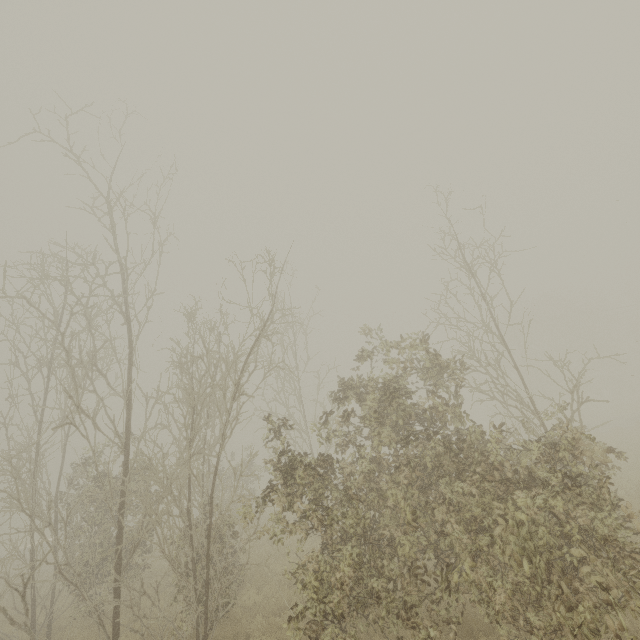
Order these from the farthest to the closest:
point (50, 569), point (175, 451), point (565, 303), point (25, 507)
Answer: point (565, 303) < point (50, 569) < point (25, 507) < point (175, 451)
